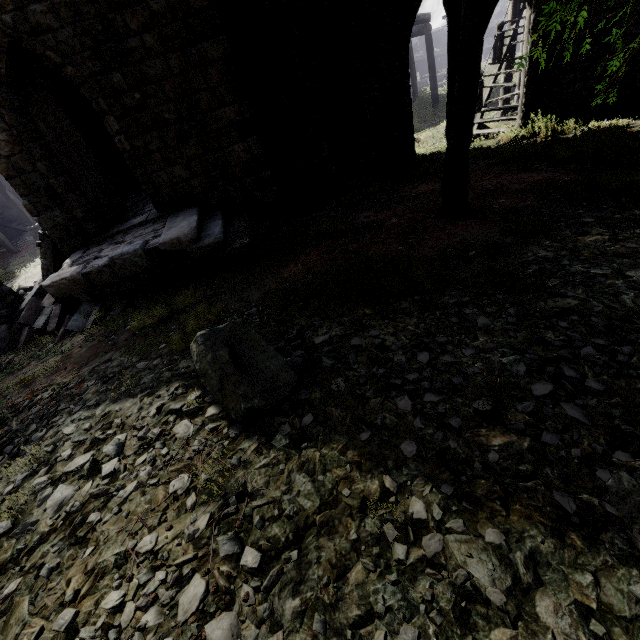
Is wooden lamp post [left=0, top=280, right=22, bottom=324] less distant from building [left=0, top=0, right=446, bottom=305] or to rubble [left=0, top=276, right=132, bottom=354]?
rubble [left=0, top=276, right=132, bottom=354]

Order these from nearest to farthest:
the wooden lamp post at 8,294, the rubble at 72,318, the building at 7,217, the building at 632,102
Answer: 1. the rubble at 72,318
2. the wooden lamp post at 8,294
3. the building at 632,102
4. the building at 7,217

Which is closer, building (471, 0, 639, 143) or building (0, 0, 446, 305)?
building (0, 0, 446, 305)

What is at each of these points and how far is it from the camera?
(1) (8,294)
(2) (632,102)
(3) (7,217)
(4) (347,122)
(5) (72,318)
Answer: (1) wooden lamp post, 7.8 meters
(2) building, 8.8 meters
(3) building, 22.5 meters
(4) building, 12.6 meters
(5) rubble, 6.8 meters

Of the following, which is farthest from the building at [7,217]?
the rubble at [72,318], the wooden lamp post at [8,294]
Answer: the wooden lamp post at [8,294]

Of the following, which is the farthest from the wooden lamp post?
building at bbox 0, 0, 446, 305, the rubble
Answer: building at bbox 0, 0, 446, 305
